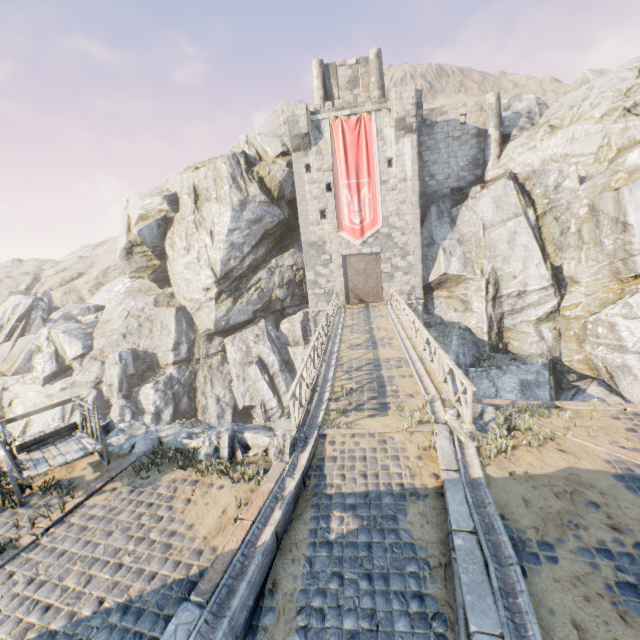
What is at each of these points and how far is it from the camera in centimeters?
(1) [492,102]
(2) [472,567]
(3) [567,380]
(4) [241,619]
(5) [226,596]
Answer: (1) chimney, 2384cm
(2) stone blocks, 455cm
(3) rock, 1920cm
(4) stone blocks, 454cm
(5) stone gutter, 464cm

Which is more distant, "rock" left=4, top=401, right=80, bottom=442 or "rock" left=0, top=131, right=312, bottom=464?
"rock" left=0, top=131, right=312, bottom=464

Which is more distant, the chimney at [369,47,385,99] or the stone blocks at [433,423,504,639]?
the chimney at [369,47,385,99]

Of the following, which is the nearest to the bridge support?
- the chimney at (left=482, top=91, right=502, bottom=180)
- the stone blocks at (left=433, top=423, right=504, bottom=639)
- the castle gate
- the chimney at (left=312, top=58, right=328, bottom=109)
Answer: the stone blocks at (left=433, top=423, right=504, bottom=639)

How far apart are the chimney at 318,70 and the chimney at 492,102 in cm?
1189

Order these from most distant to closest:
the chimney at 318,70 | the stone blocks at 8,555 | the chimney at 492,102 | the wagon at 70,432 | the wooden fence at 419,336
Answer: the chimney at 318,70
the chimney at 492,102
the wooden fence at 419,336
the wagon at 70,432
the stone blocks at 8,555

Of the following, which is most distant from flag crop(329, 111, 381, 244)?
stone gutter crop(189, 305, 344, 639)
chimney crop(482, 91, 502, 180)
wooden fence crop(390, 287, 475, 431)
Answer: wooden fence crop(390, 287, 475, 431)

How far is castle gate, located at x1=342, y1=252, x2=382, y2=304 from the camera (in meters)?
25.11
